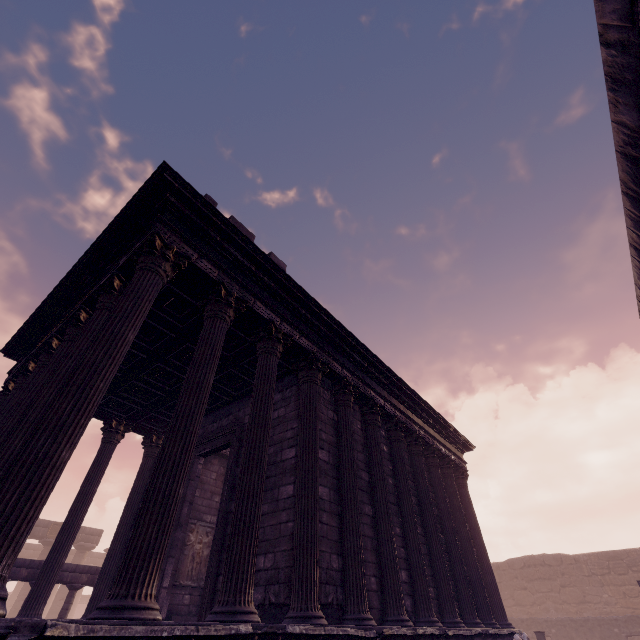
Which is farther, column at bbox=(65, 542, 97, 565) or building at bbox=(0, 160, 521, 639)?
column at bbox=(65, 542, 97, 565)

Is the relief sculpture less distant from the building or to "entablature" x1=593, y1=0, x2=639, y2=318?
the building

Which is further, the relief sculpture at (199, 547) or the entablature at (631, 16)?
the relief sculpture at (199, 547)

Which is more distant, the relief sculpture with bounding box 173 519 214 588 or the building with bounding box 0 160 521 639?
the relief sculpture with bounding box 173 519 214 588

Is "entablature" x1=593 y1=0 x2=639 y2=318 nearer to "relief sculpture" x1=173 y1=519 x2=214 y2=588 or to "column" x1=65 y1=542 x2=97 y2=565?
"relief sculpture" x1=173 y1=519 x2=214 y2=588

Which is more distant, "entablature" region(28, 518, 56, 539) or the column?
the column

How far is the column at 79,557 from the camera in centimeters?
2372cm

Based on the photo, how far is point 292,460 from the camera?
7.01m
